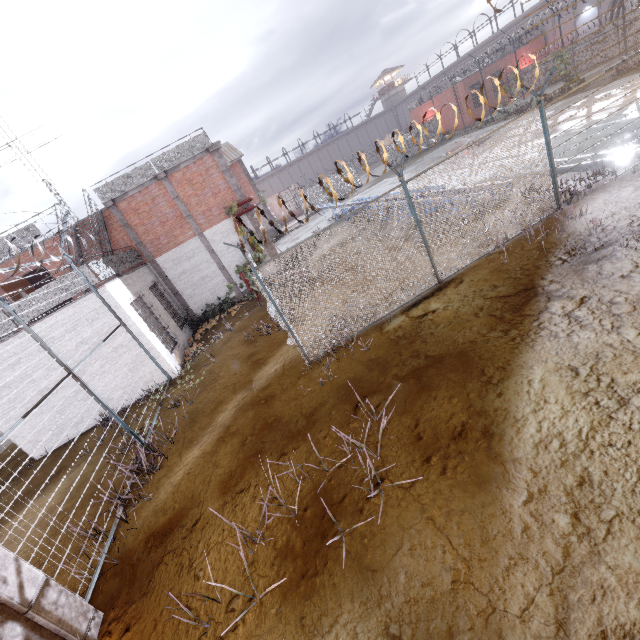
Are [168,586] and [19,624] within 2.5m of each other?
yes

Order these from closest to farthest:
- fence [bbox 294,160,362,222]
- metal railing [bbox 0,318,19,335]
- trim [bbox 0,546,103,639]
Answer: trim [bbox 0,546,103,639], fence [bbox 294,160,362,222], metal railing [bbox 0,318,19,335]

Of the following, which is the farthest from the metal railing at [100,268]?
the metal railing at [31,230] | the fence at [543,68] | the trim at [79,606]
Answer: the trim at [79,606]

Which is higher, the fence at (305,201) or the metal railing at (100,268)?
the metal railing at (100,268)

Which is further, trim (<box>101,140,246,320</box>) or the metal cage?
the metal cage

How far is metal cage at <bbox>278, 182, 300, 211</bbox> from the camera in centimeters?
4322cm

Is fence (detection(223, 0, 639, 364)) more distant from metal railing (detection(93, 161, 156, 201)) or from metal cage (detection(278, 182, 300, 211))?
metal cage (detection(278, 182, 300, 211))

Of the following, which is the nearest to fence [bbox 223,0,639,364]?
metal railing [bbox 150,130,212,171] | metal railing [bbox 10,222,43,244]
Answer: metal railing [bbox 150,130,212,171]
